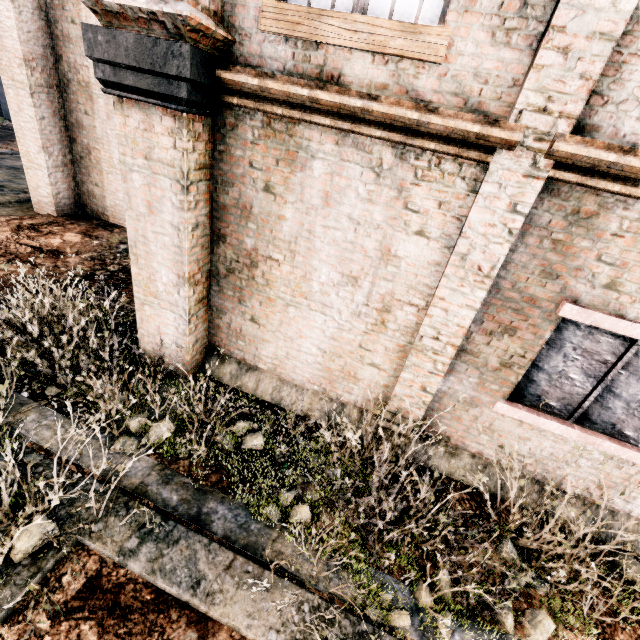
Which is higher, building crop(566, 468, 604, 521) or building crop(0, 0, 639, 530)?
building crop(0, 0, 639, 530)

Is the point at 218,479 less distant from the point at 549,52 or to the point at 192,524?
the point at 192,524

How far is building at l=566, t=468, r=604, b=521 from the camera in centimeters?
489cm

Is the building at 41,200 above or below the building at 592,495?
above

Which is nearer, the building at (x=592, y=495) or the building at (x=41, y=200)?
the building at (x=41, y=200)

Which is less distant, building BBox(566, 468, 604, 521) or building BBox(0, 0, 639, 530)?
building BBox(0, 0, 639, 530)
